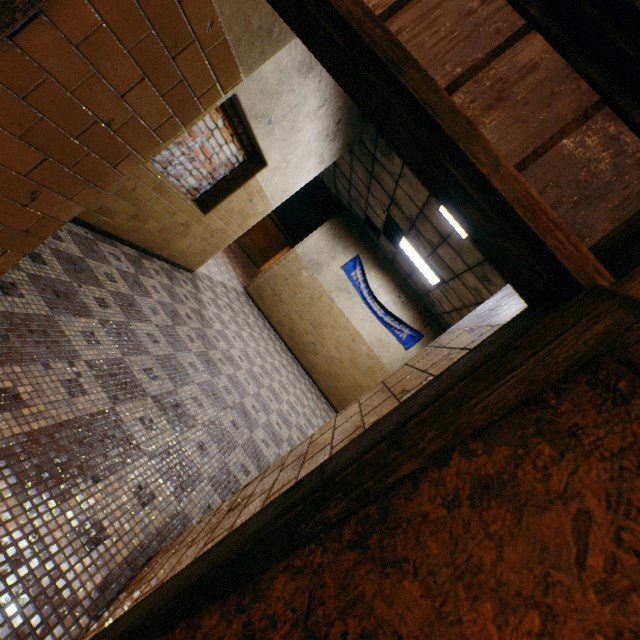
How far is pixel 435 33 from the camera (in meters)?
1.20

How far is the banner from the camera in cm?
924

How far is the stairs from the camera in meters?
10.2

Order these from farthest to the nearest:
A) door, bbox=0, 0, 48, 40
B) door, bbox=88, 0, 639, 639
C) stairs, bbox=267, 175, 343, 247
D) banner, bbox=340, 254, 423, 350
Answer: stairs, bbox=267, 175, 343, 247, banner, bbox=340, 254, 423, 350, door, bbox=0, 0, 48, 40, door, bbox=88, 0, 639, 639

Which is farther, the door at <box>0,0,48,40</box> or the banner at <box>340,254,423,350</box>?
the banner at <box>340,254,423,350</box>

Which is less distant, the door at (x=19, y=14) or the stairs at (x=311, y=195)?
the door at (x=19, y=14)

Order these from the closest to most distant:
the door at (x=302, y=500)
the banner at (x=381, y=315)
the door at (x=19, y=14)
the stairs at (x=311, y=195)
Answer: the door at (x=302, y=500) < the door at (x=19, y=14) < the banner at (x=381, y=315) < the stairs at (x=311, y=195)

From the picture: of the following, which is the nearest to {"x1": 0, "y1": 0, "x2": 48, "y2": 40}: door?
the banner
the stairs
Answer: the banner
